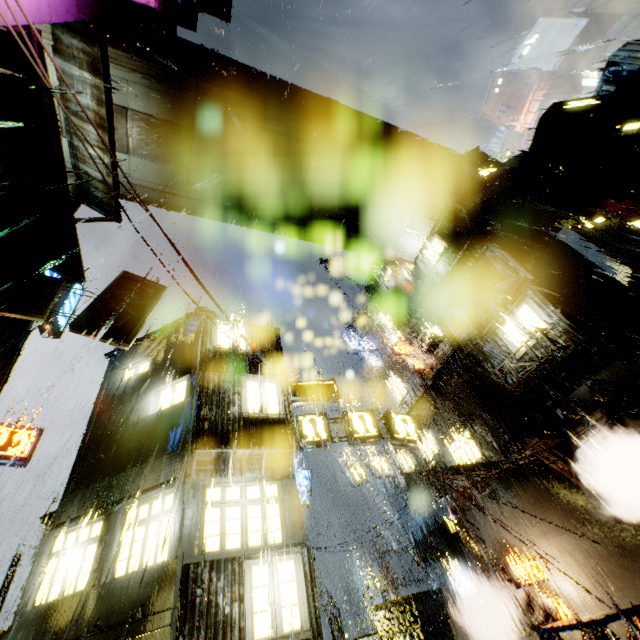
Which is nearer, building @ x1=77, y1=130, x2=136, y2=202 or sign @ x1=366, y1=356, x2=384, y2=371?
building @ x1=77, y1=130, x2=136, y2=202

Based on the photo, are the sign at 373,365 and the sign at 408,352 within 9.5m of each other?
yes

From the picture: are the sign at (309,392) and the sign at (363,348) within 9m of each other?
no

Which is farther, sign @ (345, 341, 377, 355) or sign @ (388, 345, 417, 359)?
sign @ (345, 341, 377, 355)

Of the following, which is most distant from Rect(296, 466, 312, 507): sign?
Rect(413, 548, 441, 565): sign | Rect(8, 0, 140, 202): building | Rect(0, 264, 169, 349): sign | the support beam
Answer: the support beam

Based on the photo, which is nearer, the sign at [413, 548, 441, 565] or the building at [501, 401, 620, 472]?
the building at [501, 401, 620, 472]

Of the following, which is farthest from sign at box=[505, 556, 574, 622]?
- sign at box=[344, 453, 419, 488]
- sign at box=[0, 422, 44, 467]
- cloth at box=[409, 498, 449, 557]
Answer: sign at box=[0, 422, 44, 467]

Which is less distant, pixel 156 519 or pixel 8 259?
pixel 156 519
